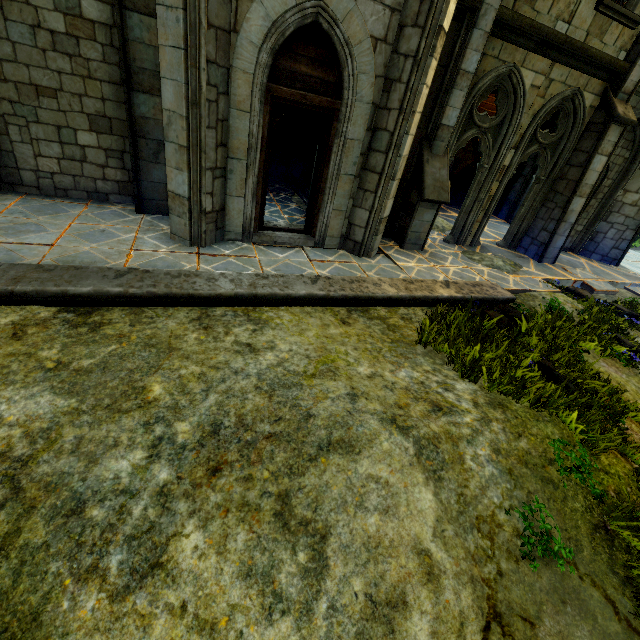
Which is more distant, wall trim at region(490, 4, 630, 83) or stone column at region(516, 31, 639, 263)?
stone column at region(516, 31, 639, 263)

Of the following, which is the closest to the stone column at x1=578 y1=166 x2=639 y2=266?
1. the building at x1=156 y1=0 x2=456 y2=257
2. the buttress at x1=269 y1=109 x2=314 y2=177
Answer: the building at x1=156 y1=0 x2=456 y2=257

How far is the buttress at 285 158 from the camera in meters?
12.1 m

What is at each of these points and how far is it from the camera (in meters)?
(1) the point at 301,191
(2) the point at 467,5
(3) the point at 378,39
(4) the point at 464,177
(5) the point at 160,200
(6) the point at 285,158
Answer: (1) trim, 11.16
(2) wall trim, 6.12
(3) building, 5.46
(4) stair, 16.00
(5) stone column, 6.98
(6) buttress, 12.78

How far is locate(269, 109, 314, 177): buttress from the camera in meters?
12.1 m

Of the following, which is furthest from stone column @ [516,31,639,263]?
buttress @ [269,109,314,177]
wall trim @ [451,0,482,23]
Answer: buttress @ [269,109,314,177]

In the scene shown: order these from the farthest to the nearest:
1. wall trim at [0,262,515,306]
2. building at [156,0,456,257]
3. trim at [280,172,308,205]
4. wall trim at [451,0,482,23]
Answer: trim at [280,172,308,205] → wall trim at [451,0,482,23] → building at [156,0,456,257] → wall trim at [0,262,515,306]

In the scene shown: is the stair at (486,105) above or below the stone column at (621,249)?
above
